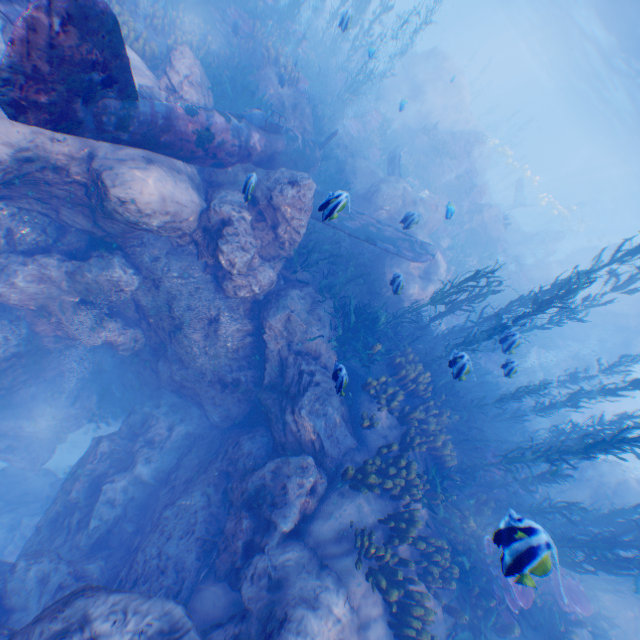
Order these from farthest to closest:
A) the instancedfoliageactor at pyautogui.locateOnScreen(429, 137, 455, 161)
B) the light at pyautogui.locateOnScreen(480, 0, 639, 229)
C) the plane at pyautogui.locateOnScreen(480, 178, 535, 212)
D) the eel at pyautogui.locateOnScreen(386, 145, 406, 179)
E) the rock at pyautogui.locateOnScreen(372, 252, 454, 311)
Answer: the plane at pyautogui.locateOnScreen(480, 178, 535, 212)
the instancedfoliageactor at pyautogui.locateOnScreen(429, 137, 455, 161)
the light at pyautogui.locateOnScreen(480, 0, 639, 229)
the eel at pyautogui.locateOnScreen(386, 145, 406, 179)
the rock at pyautogui.locateOnScreen(372, 252, 454, 311)

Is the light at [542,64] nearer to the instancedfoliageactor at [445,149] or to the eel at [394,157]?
Result: the instancedfoliageactor at [445,149]

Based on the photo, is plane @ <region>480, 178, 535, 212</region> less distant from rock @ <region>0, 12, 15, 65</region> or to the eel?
rock @ <region>0, 12, 15, 65</region>

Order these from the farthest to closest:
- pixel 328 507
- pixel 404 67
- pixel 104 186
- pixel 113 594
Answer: pixel 404 67
pixel 328 507
pixel 104 186
pixel 113 594

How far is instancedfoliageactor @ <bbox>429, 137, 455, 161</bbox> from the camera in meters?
20.8

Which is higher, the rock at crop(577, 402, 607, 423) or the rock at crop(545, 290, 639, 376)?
the rock at crop(545, 290, 639, 376)

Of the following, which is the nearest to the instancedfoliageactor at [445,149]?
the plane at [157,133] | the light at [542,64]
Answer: the plane at [157,133]
